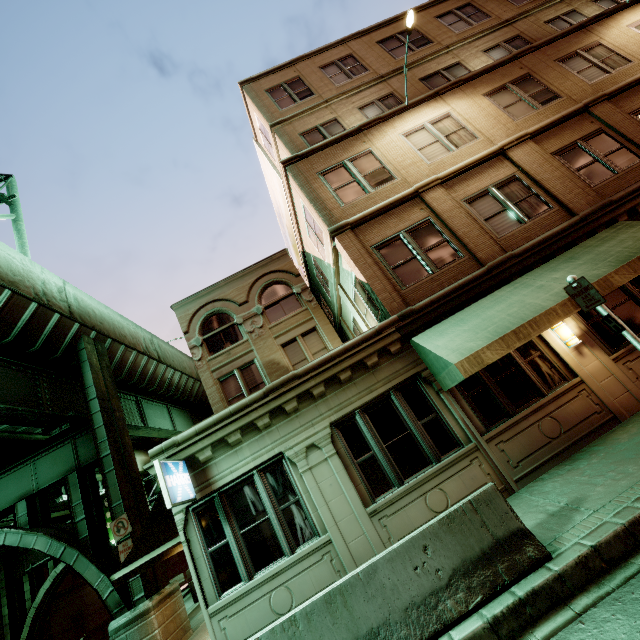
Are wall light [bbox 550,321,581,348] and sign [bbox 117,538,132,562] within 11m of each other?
no

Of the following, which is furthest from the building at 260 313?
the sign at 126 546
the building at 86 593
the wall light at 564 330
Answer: the building at 86 593

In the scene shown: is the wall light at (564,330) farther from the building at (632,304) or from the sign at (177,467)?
the sign at (177,467)

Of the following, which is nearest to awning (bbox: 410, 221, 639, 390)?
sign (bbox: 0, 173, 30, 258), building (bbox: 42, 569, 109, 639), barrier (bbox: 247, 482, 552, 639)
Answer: barrier (bbox: 247, 482, 552, 639)

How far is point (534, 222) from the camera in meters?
9.7

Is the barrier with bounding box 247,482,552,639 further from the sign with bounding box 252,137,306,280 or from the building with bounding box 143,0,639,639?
the sign with bounding box 252,137,306,280

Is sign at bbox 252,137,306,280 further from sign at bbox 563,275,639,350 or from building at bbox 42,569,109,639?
building at bbox 42,569,109,639

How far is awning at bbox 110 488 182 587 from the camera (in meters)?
7.12
